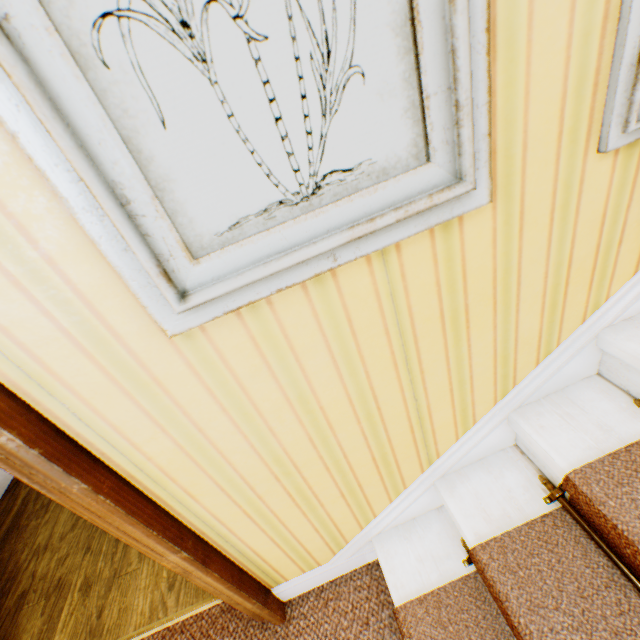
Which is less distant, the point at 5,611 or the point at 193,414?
the point at 193,414
